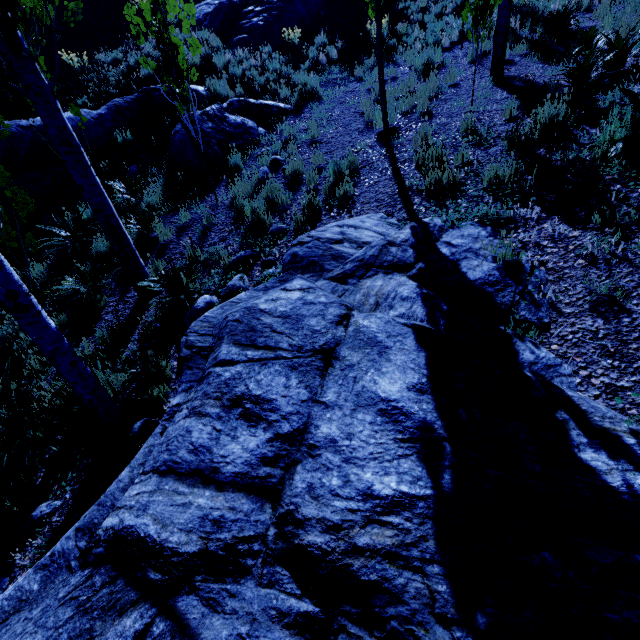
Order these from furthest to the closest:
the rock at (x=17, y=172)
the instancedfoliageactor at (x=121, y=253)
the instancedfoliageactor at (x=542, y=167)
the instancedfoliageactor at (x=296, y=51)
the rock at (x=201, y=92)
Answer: the instancedfoliageactor at (x=296, y=51), the rock at (x=201, y=92), the rock at (x=17, y=172), the instancedfoliageactor at (x=542, y=167), the instancedfoliageactor at (x=121, y=253)

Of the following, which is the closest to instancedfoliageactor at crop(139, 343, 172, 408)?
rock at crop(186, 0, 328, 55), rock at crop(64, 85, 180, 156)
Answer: rock at crop(64, 85, 180, 156)

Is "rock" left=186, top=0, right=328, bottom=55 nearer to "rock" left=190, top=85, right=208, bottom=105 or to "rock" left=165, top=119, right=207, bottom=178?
"rock" left=190, top=85, right=208, bottom=105

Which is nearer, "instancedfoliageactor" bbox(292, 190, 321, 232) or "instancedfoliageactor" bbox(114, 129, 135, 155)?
"instancedfoliageactor" bbox(292, 190, 321, 232)

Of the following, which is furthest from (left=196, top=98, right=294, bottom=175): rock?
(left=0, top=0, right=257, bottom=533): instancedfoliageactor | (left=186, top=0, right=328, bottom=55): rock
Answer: (left=186, top=0, right=328, bottom=55): rock

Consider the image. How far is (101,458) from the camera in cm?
347

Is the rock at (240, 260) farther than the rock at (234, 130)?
No

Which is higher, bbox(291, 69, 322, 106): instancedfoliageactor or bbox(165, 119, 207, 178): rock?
bbox(291, 69, 322, 106): instancedfoliageactor
